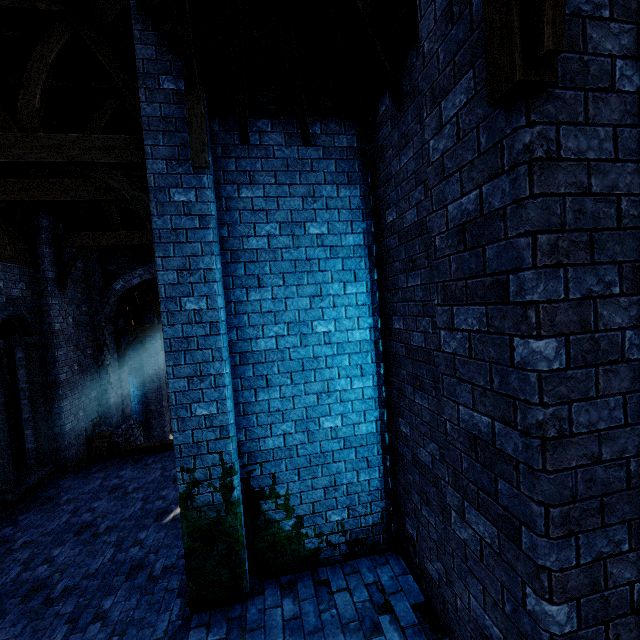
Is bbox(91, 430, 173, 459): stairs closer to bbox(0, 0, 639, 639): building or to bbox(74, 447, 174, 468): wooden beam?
bbox(74, 447, 174, 468): wooden beam

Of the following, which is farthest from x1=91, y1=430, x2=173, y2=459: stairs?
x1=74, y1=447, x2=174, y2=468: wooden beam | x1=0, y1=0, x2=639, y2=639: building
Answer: x1=0, y1=0, x2=639, y2=639: building

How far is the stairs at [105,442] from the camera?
9.6m

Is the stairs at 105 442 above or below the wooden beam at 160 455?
above

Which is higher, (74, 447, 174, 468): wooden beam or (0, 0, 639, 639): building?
(0, 0, 639, 639): building

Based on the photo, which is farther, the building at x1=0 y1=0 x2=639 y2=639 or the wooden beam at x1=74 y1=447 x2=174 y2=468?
the wooden beam at x1=74 y1=447 x2=174 y2=468

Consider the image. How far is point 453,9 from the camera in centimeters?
221cm

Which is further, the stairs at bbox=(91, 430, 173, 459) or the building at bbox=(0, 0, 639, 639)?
the stairs at bbox=(91, 430, 173, 459)
